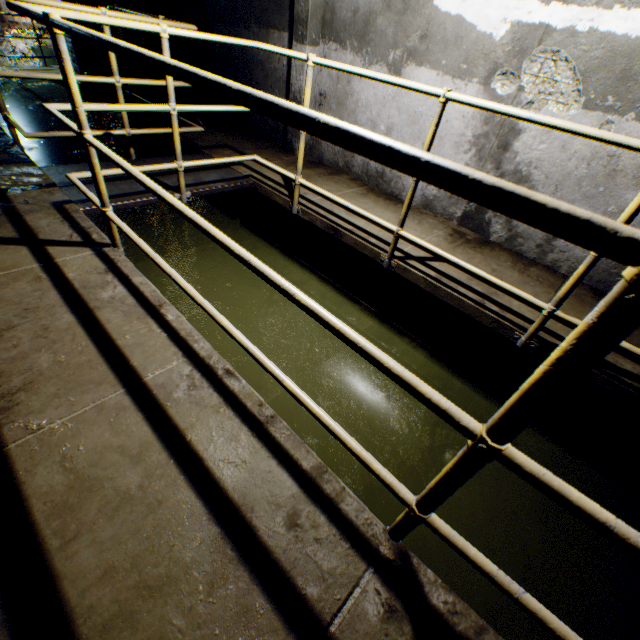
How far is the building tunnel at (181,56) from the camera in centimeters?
460cm

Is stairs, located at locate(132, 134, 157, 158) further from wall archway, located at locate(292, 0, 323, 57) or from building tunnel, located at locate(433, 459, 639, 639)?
wall archway, located at locate(292, 0, 323, 57)

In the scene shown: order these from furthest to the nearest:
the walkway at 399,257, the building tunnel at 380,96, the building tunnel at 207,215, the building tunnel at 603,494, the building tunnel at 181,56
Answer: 1. the building tunnel at 181,56
2. the building tunnel at 380,96
3. the building tunnel at 207,215
4. the building tunnel at 603,494
5. the walkway at 399,257

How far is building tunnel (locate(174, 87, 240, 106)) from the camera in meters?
5.7 m

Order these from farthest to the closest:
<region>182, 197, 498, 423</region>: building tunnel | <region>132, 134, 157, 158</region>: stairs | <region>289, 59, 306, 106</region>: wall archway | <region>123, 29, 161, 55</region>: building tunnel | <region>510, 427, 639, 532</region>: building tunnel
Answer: <region>123, 29, 161, 55</region>: building tunnel, <region>132, 134, 157, 158</region>: stairs, <region>289, 59, 306, 106</region>: wall archway, <region>182, 197, 498, 423</region>: building tunnel, <region>510, 427, 639, 532</region>: building tunnel

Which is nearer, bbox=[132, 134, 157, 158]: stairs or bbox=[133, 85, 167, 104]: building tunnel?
bbox=[132, 134, 157, 158]: stairs

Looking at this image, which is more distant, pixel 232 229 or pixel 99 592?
pixel 232 229

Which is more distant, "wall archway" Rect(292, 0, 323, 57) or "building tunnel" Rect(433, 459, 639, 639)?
"wall archway" Rect(292, 0, 323, 57)
